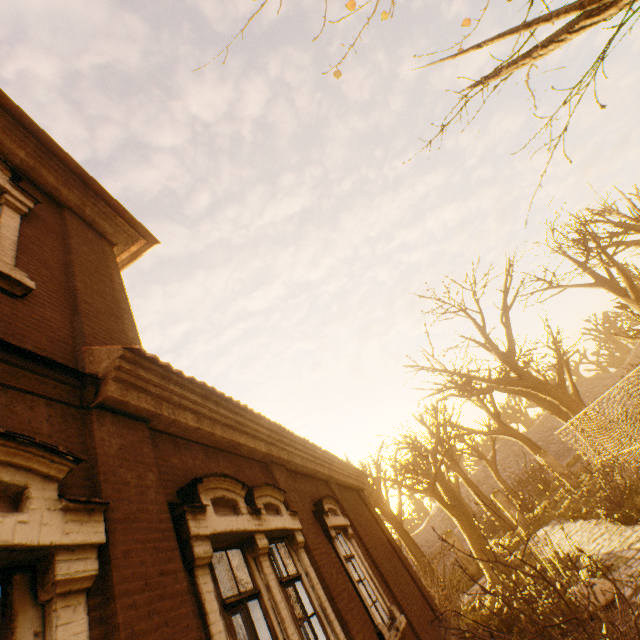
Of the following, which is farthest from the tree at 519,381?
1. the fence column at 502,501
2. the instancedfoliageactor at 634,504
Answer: the instancedfoliageactor at 634,504

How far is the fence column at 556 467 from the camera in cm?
1953

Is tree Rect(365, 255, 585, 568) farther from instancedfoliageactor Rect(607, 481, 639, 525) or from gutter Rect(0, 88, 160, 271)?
gutter Rect(0, 88, 160, 271)

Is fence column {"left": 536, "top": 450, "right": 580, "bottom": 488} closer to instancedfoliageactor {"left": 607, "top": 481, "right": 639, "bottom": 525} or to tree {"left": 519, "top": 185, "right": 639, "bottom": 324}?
tree {"left": 519, "top": 185, "right": 639, "bottom": 324}

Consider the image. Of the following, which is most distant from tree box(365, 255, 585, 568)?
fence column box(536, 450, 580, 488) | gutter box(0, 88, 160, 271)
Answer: gutter box(0, 88, 160, 271)

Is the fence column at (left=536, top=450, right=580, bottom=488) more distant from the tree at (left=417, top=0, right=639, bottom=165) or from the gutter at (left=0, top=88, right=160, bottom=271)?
the gutter at (left=0, top=88, right=160, bottom=271)

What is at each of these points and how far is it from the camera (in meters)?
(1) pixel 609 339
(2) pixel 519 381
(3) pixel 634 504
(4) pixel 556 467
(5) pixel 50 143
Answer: (1) tree, 24.41
(2) tree, 16.31
(3) instancedfoliageactor, 10.14
(4) fence column, 20.14
(5) gutter, 5.70
